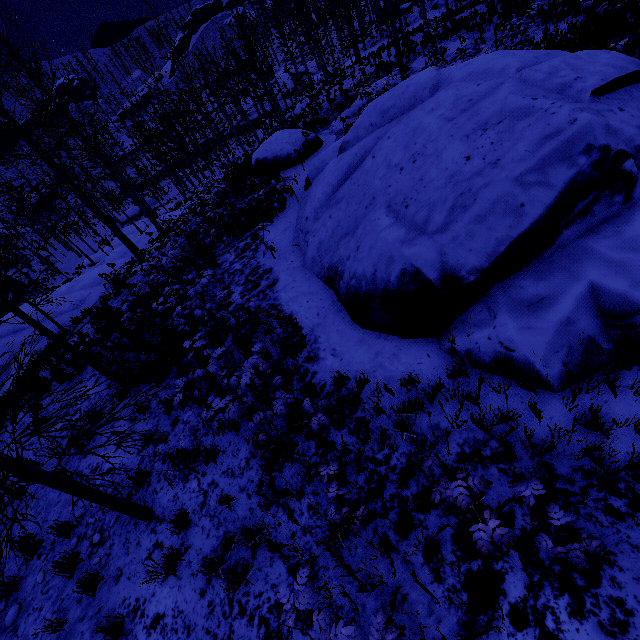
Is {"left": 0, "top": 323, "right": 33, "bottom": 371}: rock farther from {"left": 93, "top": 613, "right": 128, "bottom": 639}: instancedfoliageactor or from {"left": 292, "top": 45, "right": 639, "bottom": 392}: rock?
{"left": 93, "top": 613, "right": 128, "bottom": 639}: instancedfoliageactor

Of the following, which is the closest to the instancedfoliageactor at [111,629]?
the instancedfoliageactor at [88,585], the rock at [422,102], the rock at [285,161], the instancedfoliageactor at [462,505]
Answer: the instancedfoliageactor at [88,585]

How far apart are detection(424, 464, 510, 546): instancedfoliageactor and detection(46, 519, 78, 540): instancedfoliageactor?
6.0 meters

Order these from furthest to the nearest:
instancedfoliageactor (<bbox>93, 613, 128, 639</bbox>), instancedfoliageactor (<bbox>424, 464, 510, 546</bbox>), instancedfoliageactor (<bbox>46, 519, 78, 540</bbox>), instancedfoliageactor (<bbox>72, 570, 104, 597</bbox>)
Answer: instancedfoliageactor (<bbox>46, 519, 78, 540</bbox>) < instancedfoliageactor (<bbox>72, 570, 104, 597</bbox>) < instancedfoliageactor (<bbox>93, 613, 128, 639</bbox>) < instancedfoliageactor (<bbox>424, 464, 510, 546</bbox>)

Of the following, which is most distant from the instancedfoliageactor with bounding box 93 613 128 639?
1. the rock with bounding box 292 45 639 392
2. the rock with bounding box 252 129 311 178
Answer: the rock with bounding box 252 129 311 178

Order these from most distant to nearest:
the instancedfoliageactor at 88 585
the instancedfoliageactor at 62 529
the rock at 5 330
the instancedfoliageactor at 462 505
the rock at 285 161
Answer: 1. the rock at 285 161
2. the rock at 5 330
3. the instancedfoliageactor at 62 529
4. the instancedfoliageactor at 88 585
5. the instancedfoliageactor at 462 505

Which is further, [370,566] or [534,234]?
[534,234]

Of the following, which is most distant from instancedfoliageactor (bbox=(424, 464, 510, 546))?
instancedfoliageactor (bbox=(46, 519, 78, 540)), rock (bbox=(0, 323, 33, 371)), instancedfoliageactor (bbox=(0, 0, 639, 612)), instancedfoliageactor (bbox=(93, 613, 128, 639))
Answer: rock (bbox=(0, 323, 33, 371))
